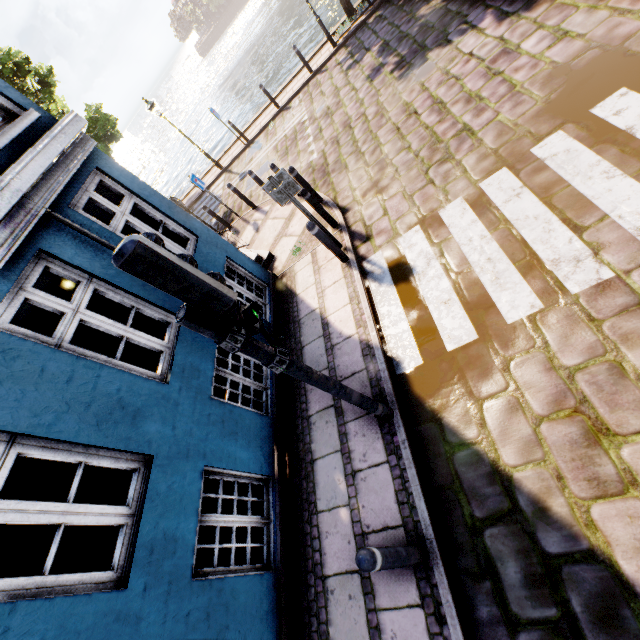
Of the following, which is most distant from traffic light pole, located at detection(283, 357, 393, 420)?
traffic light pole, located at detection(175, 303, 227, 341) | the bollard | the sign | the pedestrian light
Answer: the sign

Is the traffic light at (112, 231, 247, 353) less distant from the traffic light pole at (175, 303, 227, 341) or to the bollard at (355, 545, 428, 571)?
the traffic light pole at (175, 303, 227, 341)

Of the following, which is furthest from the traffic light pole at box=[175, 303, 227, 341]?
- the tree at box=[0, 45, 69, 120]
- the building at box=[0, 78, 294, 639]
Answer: the tree at box=[0, 45, 69, 120]

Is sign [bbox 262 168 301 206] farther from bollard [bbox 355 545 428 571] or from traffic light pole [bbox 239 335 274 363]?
bollard [bbox 355 545 428 571]

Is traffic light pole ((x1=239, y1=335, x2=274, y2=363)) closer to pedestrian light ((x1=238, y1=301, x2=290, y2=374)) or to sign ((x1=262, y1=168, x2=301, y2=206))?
pedestrian light ((x1=238, y1=301, x2=290, y2=374))

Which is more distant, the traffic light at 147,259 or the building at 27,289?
the building at 27,289

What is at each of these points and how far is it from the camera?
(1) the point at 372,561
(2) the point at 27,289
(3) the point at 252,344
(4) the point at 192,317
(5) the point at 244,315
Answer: (1) bollard, 2.6 meters
(2) building, 3.4 meters
(3) traffic light pole, 2.6 meters
(4) traffic light pole, 2.3 meters
(5) pedestrian light, 2.7 meters

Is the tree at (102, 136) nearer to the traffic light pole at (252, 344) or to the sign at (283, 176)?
the sign at (283, 176)
